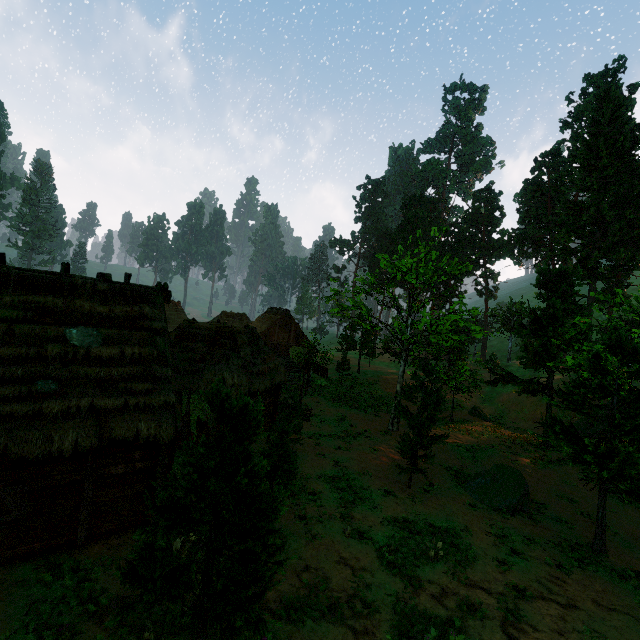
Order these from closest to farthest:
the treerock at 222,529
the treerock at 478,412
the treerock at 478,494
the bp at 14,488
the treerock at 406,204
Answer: the treerock at 222,529
the bp at 14,488
the treerock at 406,204
the treerock at 478,494
the treerock at 478,412

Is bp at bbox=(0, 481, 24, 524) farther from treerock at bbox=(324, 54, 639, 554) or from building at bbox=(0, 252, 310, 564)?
treerock at bbox=(324, 54, 639, 554)

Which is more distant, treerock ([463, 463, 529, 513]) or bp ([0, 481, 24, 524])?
treerock ([463, 463, 529, 513])

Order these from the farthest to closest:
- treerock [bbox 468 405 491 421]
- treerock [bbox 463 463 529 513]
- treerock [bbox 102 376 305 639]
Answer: treerock [bbox 468 405 491 421]
treerock [bbox 463 463 529 513]
treerock [bbox 102 376 305 639]

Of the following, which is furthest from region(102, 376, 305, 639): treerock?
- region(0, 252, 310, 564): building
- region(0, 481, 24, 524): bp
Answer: region(0, 481, 24, 524): bp

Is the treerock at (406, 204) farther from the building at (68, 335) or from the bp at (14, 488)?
the bp at (14, 488)

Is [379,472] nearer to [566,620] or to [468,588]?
[468,588]
